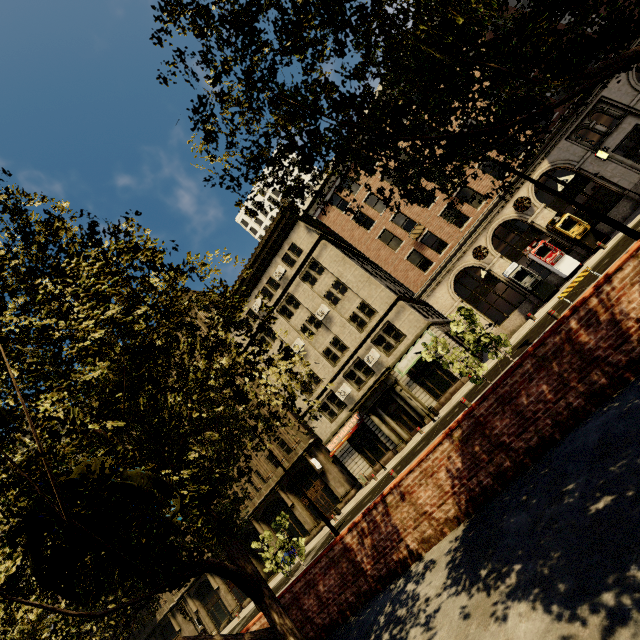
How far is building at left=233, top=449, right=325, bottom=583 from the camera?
30.4 meters

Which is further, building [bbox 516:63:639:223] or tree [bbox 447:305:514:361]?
building [bbox 516:63:639:223]

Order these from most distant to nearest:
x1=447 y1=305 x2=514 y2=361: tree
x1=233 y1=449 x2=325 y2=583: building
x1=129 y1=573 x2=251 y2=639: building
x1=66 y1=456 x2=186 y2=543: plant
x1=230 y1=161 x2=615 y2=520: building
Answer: x1=129 y1=573 x2=251 y2=639: building
x1=233 y1=449 x2=325 y2=583: building
x1=230 y1=161 x2=615 y2=520: building
x1=447 y1=305 x2=514 y2=361: tree
x1=66 y1=456 x2=186 y2=543: plant

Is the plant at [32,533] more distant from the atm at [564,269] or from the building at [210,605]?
the atm at [564,269]

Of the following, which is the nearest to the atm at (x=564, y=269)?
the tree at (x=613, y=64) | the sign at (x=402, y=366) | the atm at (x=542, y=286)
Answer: the atm at (x=542, y=286)

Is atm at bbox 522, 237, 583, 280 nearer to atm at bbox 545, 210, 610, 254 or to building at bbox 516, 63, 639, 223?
building at bbox 516, 63, 639, 223

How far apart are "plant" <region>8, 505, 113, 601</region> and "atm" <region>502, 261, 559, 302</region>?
23.7 meters

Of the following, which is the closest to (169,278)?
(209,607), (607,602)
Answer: (607,602)
